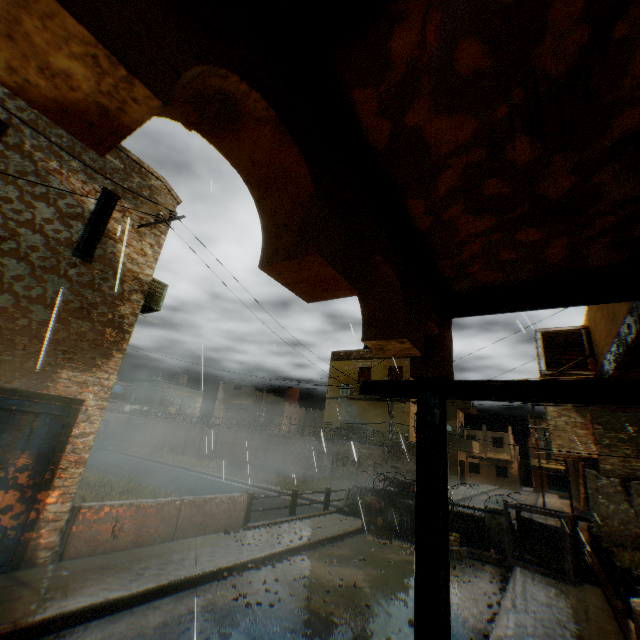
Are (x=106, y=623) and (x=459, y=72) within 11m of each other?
yes

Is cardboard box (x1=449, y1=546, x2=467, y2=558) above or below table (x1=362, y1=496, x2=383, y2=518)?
below

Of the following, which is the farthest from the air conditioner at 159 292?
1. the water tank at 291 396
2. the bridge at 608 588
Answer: the water tank at 291 396

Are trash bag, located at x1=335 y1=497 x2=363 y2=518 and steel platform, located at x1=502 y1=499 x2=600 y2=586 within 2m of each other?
no

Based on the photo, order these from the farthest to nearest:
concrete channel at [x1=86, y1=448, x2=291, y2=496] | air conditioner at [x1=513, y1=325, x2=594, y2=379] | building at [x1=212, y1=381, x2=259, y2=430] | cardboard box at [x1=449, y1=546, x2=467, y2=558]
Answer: building at [x1=212, y1=381, x2=259, y2=430], concrete channel at [x1=86, y1=448, x2=291, y2=496], cardboard box at [x1=449, y1=546, x2=467, y2=558], air conditioner at [x1=513, y1=325, x2=594, y2=379]

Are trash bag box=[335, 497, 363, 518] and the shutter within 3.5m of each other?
no

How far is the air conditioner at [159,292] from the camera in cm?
842

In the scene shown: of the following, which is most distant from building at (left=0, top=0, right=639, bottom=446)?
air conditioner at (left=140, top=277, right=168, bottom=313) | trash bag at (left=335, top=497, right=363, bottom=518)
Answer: trash bag at (left=335, top=497, right=363, bottom=518)
